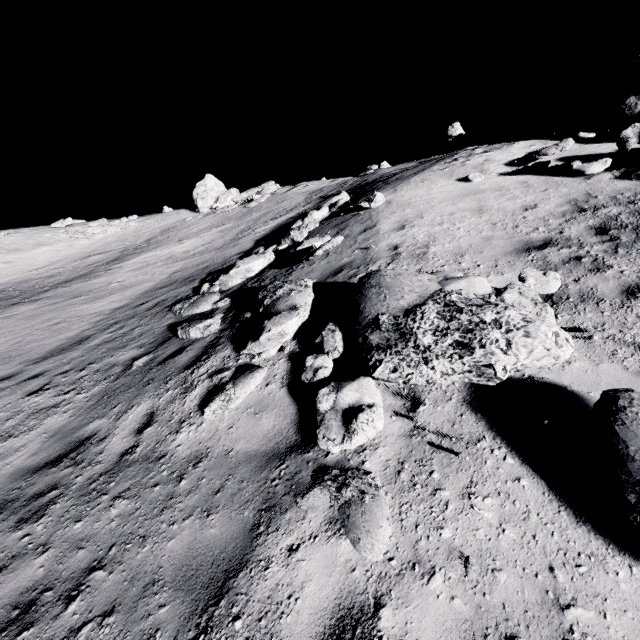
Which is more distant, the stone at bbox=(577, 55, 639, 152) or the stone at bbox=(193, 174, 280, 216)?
the stone at bbox=(193, 174, 280, 216)

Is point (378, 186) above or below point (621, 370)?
above

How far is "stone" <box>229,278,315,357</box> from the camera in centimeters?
544cm

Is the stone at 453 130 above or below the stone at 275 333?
above

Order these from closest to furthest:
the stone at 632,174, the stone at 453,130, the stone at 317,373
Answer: the stone at 317,373, the stone at 632,174, the stone at 453,130

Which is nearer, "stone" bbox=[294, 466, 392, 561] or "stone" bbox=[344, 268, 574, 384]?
"stone" bbox=[294, 466, 392, 561]

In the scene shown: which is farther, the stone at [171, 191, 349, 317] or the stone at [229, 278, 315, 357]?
the stone at [171, 191, 349, 317]

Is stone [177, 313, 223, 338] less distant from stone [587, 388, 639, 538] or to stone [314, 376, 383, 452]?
stone [314, 376, 383, 452]
